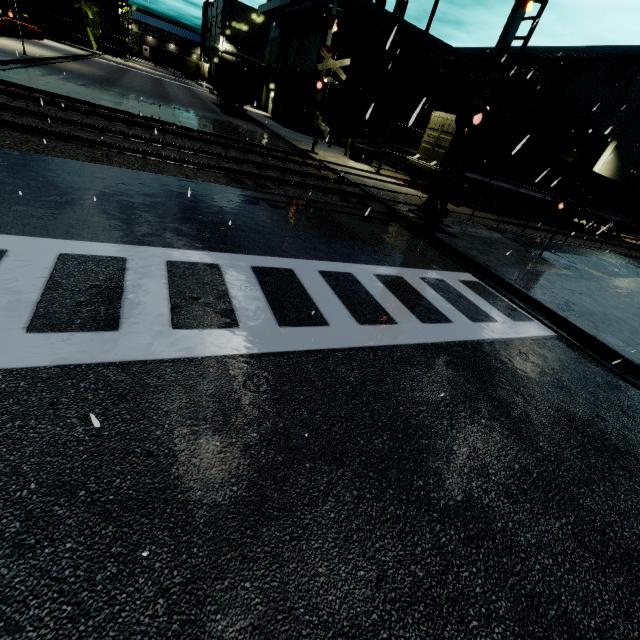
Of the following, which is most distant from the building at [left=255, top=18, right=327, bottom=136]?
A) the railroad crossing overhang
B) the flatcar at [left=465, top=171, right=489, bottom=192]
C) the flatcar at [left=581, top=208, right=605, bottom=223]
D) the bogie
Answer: the bogie

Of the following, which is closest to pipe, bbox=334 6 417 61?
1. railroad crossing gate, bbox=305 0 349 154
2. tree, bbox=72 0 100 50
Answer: tree, bbox=72 0 100 50

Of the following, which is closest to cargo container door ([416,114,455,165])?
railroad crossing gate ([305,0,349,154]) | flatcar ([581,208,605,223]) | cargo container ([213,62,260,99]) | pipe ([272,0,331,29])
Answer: cargo container ([213,62,260,99])

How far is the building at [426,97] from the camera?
27.38m

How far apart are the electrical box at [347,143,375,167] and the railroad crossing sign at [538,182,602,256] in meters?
14.0 m

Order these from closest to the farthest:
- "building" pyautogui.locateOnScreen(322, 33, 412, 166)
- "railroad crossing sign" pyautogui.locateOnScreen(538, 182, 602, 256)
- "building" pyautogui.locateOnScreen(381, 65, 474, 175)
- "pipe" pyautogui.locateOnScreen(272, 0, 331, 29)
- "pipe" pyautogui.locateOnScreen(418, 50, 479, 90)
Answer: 1. "railroad crossing sign" pyautogui.locateOnScreen(538, 182, 602, 256)
2. "pipe" pyautogui.locateOnScreen(272, 0, 331, 29)
3. "building" pyautogui.locateOnScreen(381, 65, 474, 175)
4. "building" pyautogui.locateOnScreen(322, 33, 412, 166)
5. "pipe" pyautogui.locateOnScreen(418, 50, 479, 90)

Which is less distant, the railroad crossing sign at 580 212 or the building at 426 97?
the railroad crossing sign at 580 212

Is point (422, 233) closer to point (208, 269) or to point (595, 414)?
point (595, 414)
